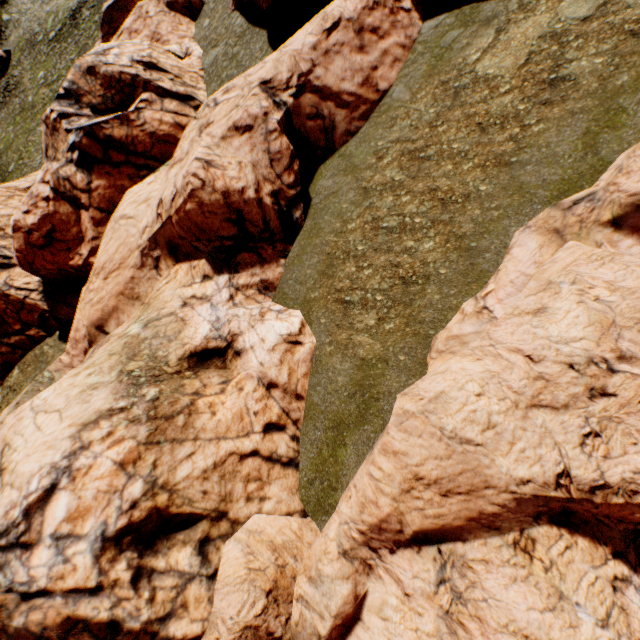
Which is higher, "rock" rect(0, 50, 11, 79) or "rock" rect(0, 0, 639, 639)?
"rock" rect(0, 50, 11, 79)

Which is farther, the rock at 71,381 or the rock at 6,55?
the rock at 6,55

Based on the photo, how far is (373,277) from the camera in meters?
11.1 m

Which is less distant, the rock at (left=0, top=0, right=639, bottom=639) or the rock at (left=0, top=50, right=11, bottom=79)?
the rock at (left=0, top=0, right=639, bottom=639)

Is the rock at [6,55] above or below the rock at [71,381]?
above
